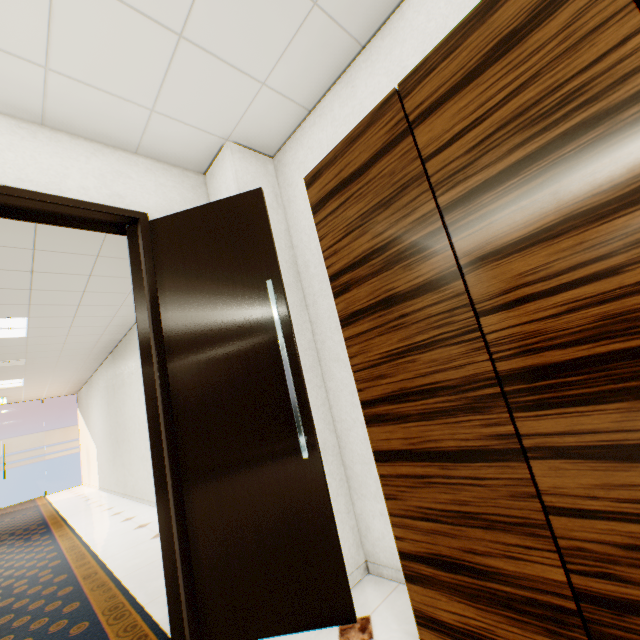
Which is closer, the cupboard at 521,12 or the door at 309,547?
the cupboard at 521,12

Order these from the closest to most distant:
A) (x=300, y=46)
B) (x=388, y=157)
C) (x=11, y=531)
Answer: (x=388, y=157) → (x=300, y=46) → (x=11, y=531)

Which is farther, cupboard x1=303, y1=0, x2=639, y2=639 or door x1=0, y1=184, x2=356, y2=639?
door x1=0, y1=184, x2=356, y2=639
